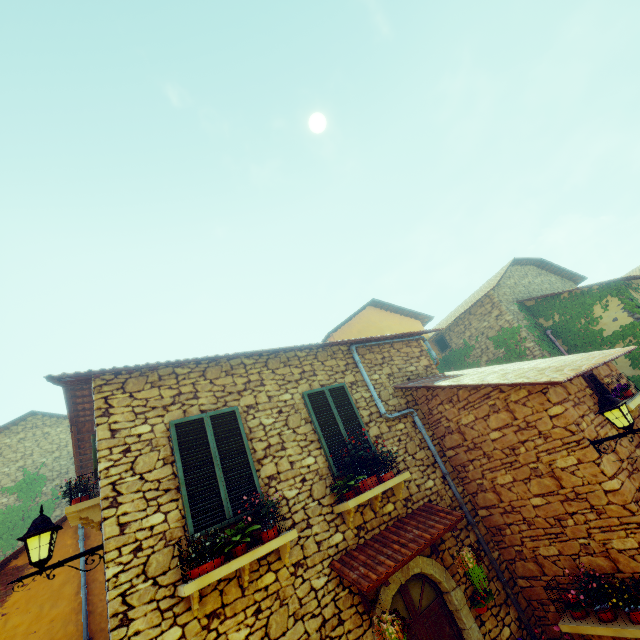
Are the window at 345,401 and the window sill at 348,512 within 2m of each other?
yes

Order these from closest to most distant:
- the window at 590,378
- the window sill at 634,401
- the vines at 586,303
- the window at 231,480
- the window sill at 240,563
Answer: the window sill at 240,563 → the window at 231,480 → the window sill at 634,401 → the window at 590,378 → the vines at 586,303

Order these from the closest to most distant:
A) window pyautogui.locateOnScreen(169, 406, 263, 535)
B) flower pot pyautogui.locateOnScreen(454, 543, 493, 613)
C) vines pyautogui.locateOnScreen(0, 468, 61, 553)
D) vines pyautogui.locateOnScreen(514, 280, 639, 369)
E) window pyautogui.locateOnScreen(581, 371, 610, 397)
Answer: window pyautogui.locateOnScreen(169, 406, 263, 535) < flower pot pyautogui.locateOnScreen(454, 543, 493, 613) < window pyautogui.locateOnScreen(581, 371, 610, 397) < vines pyautogui.locateOnScreen(514, 280, 639, 369) < vines pyautogui.locateOnScreen(0, 468, 61, 553)

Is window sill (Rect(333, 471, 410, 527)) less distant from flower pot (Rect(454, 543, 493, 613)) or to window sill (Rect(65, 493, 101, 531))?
flower pot (Rect(454, 543, 493, 613))

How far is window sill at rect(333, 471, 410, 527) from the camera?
5.2m

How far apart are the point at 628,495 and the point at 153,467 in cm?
722

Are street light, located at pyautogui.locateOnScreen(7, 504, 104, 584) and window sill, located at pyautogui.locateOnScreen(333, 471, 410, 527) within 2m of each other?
no

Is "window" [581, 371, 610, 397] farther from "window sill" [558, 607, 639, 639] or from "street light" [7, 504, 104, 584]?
"street light" [7, 504, 104, 584]
